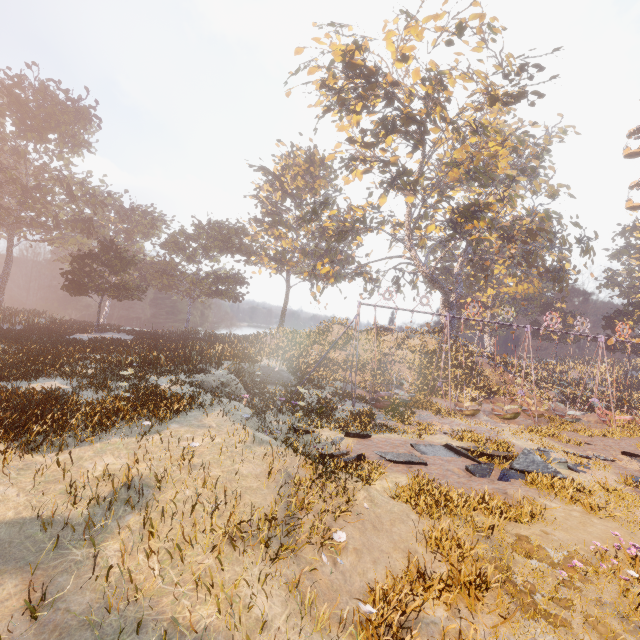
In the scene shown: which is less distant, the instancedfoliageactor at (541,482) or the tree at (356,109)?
the instancedfoliageactor at (541,482)

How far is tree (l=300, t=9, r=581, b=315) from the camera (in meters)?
21.16

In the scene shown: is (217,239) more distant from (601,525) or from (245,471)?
(601,525)

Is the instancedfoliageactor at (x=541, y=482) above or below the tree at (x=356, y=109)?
below

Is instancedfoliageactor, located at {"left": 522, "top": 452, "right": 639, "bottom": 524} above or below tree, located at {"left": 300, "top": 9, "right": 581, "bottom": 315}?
below

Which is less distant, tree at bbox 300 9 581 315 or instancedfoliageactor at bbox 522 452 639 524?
instancedfoliageactor at bbox 522 452 639 524
